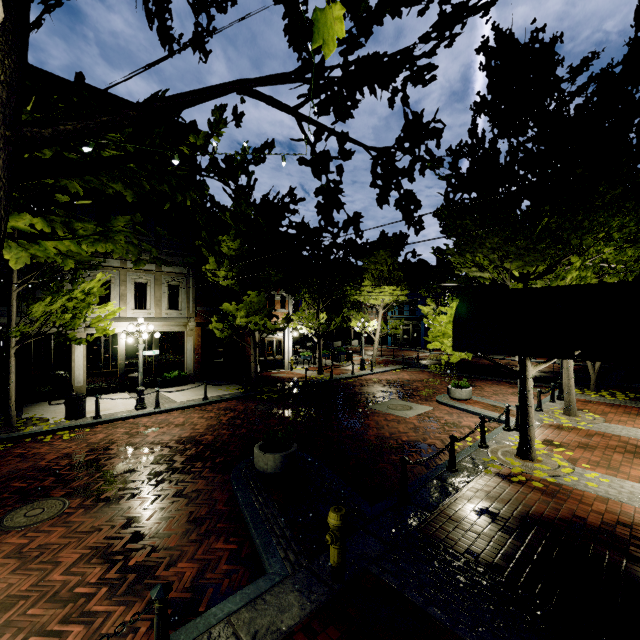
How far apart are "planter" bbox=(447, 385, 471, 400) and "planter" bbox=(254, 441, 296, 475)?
9.0 meters

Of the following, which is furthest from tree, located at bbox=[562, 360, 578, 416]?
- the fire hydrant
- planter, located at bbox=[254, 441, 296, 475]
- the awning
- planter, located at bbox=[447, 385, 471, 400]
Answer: planter, located at bbox=[254, 441, 296, 475]

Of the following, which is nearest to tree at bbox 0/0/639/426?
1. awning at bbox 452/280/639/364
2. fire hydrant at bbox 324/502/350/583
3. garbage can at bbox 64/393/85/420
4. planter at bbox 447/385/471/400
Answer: awning at bbox 452/280/639/364

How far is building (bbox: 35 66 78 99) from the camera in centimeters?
1358cm

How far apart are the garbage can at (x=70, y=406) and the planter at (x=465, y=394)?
14.6m

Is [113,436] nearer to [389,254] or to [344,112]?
[344,112]

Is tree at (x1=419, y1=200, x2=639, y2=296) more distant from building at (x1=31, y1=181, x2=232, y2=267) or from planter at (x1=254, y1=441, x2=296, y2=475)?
planter at (x1=254, y1=441, x2=296, y2=475)

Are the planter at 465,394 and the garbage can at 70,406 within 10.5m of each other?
no
